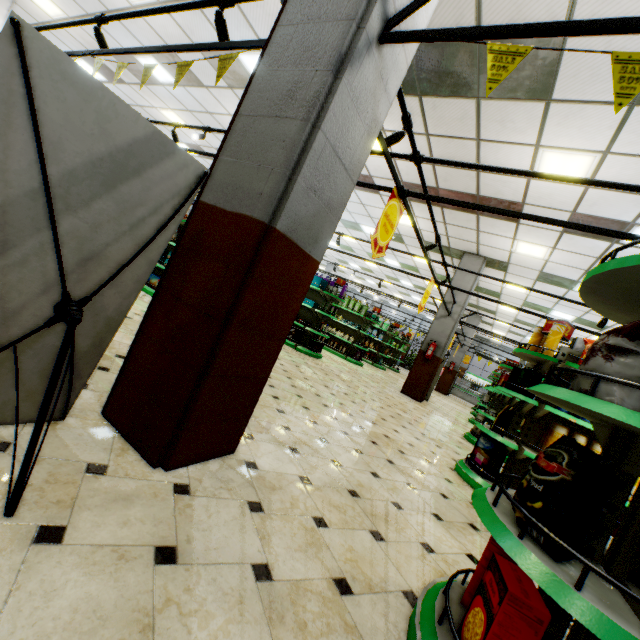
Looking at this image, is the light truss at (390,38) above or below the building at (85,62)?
below

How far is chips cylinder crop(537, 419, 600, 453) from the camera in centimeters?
366cm

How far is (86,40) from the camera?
7.9m

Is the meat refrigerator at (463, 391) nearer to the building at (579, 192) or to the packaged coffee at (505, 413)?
the building at (579, 192)

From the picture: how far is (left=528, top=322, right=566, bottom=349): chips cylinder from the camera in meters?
4.1 m

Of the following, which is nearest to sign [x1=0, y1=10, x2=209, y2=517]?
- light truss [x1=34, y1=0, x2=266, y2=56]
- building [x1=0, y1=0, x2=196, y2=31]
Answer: building [x1=0, y1=0, x2=196, y2=31]

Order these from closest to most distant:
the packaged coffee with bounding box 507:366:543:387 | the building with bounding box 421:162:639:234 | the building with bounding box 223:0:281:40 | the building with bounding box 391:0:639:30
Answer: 1. the building with bounding box 391:0:639:30
2. the packaged coffee with bounding box 507:366:543:387
3. the building with bounding box 223:0:281:40
4. the building with bounding box 421:162:639:234

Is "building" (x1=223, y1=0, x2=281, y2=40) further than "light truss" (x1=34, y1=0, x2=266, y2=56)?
Yes
